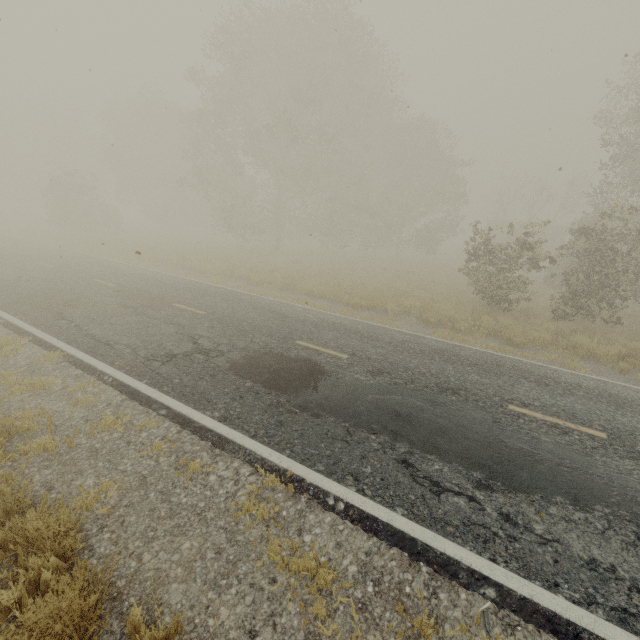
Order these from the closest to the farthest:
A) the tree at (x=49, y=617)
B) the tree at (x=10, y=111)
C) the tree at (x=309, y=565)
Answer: the tree at (x=49, y=617) < the tree at (x=309, y=565) < the tree at (x=10, y=111)

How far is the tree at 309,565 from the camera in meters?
2.9

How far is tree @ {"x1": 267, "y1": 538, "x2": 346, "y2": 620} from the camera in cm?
290

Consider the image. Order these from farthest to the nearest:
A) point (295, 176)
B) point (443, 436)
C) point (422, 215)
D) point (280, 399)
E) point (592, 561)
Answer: point (422, 215) < point (295, 176) < point (280, 399) < point (443, 436) < point (592, 561)

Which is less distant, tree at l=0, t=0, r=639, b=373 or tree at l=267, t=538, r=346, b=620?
tree at l=267, t=538, r=346, b=620

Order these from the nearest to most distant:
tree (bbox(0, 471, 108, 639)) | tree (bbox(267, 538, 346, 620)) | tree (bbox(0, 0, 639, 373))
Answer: tree (bbox(0, 471, 108, 639)) → tree (bbox(267, 538, 346, 620)) → tree (bbox(0, 0, 639, 373))

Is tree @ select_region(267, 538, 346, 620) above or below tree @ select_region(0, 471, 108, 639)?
above
